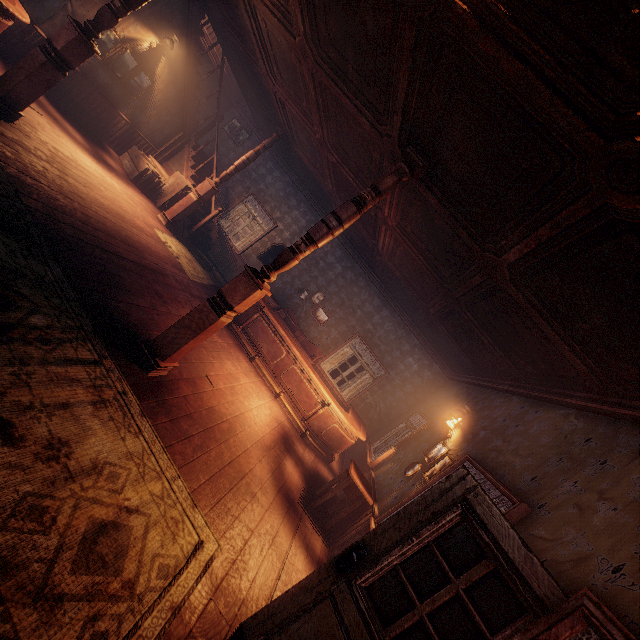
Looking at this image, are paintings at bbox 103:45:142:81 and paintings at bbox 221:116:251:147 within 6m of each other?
yes

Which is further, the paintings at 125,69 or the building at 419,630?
the paintings at 125,69

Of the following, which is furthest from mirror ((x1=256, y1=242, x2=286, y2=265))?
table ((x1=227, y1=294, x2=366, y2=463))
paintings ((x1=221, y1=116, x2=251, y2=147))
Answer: paintings ((x1=221, y1=116, x2=251, y2=147))

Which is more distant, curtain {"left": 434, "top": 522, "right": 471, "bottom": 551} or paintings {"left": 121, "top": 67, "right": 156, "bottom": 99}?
paintings {"left": 121, "top": 67, "right": 156, "bottom": 99}

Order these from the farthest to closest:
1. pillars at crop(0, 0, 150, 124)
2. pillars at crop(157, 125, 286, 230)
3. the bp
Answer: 1. pillars at crop(157, 125, 286, 230)
2. pillars at crop(0, 0, 150, 124)
3. the bp

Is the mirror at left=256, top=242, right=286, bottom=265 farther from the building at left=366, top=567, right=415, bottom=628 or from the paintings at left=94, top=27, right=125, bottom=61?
the paintings at left=94, top=27, right=125, bottom=61

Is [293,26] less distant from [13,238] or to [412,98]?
[412,98]

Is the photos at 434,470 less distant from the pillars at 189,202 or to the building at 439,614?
the building at 439,614
